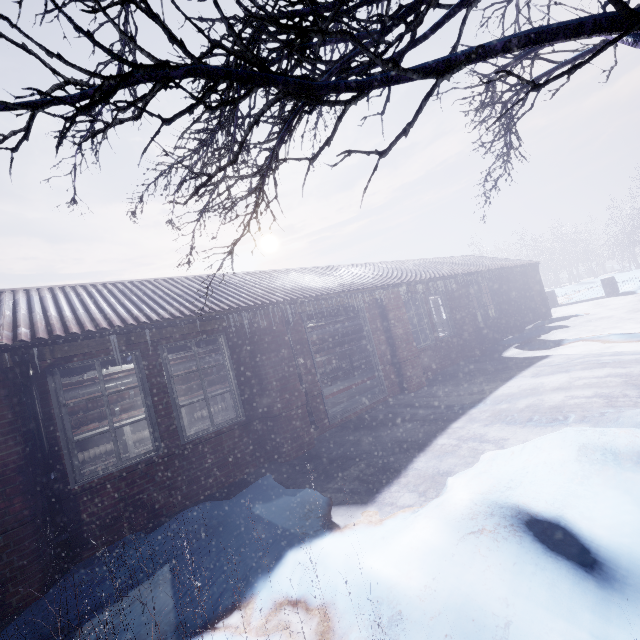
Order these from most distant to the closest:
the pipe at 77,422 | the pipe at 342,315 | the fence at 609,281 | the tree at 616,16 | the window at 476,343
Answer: the fence at 609,281
the window at 476,343
the pipe at 342,315
the pipe at 77,422
the tree at 616,16

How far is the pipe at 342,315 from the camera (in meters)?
6.86

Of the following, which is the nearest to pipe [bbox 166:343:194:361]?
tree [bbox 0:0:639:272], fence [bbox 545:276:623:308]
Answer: tree [bbox 0:0:639:272]

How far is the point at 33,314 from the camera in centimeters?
373cm

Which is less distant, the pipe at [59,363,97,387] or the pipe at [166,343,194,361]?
the pipe at [59,363,97,387]

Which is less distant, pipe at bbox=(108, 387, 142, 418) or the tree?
the tree

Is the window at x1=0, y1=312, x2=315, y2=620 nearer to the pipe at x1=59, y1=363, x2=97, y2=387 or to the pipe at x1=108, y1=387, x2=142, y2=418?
the pipe at x1=59, y1=363, x2=97, y2=387
